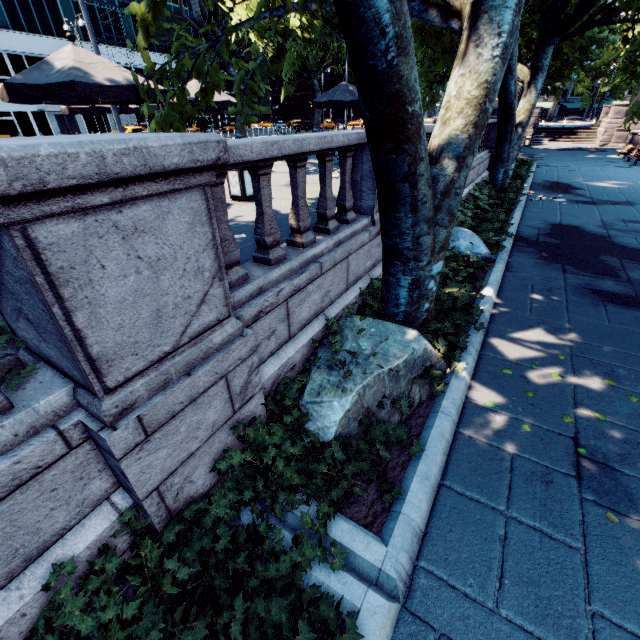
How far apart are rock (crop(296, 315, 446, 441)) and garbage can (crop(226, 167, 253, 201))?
4.91m

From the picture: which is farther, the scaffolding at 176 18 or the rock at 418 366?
the scaffolding at 176 18

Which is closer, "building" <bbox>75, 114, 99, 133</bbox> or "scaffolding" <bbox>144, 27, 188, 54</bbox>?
"building" <bbox>75, 114, 99, 133</bbox>

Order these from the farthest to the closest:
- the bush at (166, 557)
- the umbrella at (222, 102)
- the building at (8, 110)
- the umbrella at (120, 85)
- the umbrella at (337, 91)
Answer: the building at (8, 110) → the umbrella at (337, 91) → the umbrella at (222, 102) → the umbrella at (120, 85) → the bush at (166, 557)

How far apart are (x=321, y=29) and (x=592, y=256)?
15.5 meters

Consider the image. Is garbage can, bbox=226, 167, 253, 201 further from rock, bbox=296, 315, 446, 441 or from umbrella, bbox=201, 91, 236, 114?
rock, bbox=296, 315, 446, 441

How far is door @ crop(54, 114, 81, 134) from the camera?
43.25m

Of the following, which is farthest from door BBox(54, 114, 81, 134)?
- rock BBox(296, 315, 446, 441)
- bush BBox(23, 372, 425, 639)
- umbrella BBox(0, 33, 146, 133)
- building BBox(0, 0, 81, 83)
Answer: bush BBox(23, 372, 425, 639)
